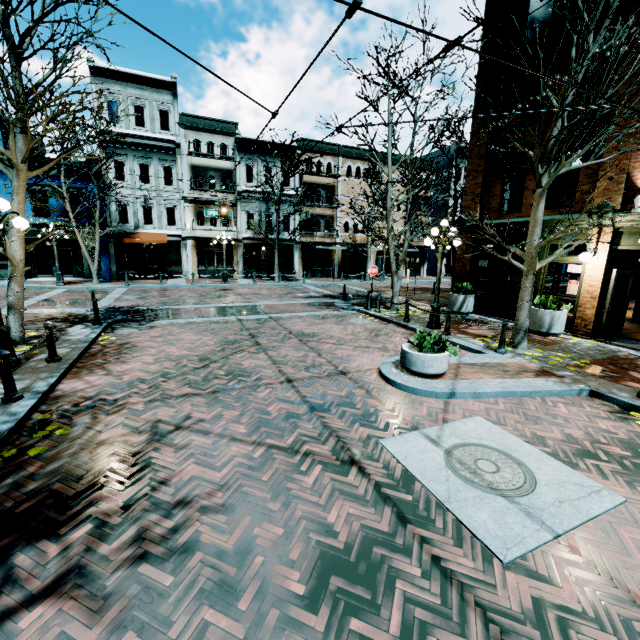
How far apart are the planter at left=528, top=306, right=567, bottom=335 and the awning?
22.9m

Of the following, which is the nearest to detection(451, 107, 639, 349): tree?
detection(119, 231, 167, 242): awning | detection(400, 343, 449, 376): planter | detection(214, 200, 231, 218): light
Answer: detection(400, 343, 449, 376): planter

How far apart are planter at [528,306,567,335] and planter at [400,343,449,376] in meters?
5.6 m

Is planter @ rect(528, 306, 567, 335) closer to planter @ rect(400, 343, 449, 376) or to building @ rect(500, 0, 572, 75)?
building @ rect(500, 0, 572, 75)

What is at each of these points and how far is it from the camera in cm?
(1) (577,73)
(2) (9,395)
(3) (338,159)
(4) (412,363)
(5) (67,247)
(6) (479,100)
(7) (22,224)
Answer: (1) tree, 759
(2) chain link post, 530
(3) building, 2922
(4) planter, 680
(5) building, 2328
(6) building, 1323
(7) light, 638

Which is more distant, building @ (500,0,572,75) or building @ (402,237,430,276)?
building @ (402,237,430,276)

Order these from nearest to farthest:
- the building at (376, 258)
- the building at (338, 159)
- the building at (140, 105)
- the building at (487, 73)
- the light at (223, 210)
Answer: the building at (487, 73) < the light at (223, 210) < the building at (140, 105) < the building at (338, 159) < the building at (376, 258)

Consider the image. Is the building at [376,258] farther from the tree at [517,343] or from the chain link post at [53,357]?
the chain link post at [53,357]
